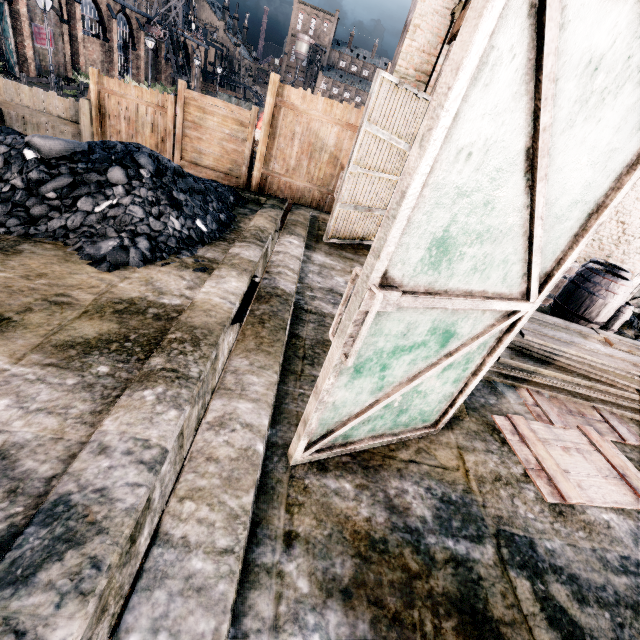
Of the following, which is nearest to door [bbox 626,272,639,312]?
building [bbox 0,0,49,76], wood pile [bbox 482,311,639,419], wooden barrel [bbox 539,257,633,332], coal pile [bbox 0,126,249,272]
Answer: wooden barrel [bbox 539,257,633,332]

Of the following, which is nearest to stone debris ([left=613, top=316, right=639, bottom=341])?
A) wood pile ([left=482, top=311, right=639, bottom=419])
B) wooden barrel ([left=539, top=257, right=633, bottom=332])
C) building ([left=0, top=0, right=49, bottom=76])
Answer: wooden barrel ([left=539, top=257, right=633, bottom=332])

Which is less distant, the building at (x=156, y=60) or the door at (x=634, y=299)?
the door at (x=634, y=299)

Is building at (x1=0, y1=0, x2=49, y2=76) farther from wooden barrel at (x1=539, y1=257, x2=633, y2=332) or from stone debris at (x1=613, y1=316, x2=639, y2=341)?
stone debris at (x1=613, y1=316, x2=639, y2=341)

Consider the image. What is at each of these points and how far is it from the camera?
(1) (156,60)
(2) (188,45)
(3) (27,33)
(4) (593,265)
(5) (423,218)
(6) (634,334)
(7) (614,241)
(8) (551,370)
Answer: (1) building, 46.16m
(2) building, 53.91m
(3) building, 25.84m
(4) wooden barrel, 7.87m
(5) door, 1.82m
(6) stone debris, 9.12m
(7) building, 9.84m
(8) wood pile, 5.31m

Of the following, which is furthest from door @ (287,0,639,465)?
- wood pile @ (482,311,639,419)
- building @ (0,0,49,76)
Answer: building @ (0,0,49,76)

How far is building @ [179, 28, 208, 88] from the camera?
51.9m

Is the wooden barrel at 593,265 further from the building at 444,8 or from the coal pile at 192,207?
the building at 444,8
